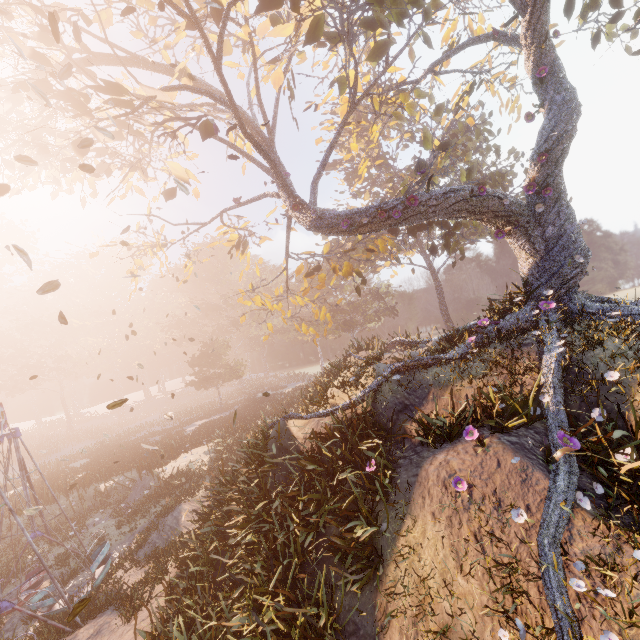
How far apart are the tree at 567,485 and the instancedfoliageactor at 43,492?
29.8 meters

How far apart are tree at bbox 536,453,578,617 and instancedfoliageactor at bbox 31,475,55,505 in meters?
29.8

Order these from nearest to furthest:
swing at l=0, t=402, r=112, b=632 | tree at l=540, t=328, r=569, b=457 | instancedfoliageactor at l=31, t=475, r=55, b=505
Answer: tree at l=540, t=328, r=569, b=457
swing at l=0, t=402, r=112, b=632
instancedfoliageactor at l=31, t=475, r=55, b=505

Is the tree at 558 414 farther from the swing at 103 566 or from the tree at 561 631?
the swing at 103 566

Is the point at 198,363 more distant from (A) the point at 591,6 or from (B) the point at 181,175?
(A) the point at 591,6

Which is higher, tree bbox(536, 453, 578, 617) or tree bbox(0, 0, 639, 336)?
tree bbox(0, 0, 639, 336)

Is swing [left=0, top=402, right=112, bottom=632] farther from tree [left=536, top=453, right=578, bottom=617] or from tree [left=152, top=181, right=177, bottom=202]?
tree [left=152, top=181, right=177, bottom=202]

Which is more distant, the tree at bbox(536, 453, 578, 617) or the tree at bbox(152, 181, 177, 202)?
the tree at bbox(152, 181, 177, 202)
